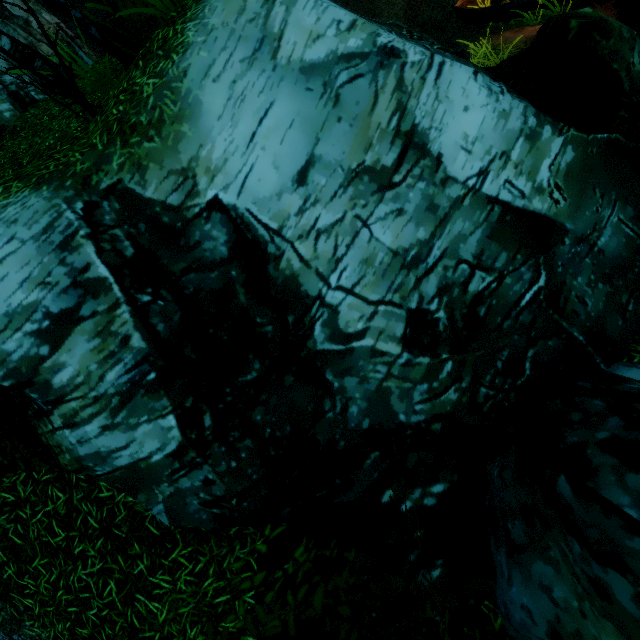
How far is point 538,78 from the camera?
4.61m

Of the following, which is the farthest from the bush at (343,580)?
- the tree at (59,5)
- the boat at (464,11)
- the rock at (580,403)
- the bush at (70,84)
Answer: the boat at (464,11)

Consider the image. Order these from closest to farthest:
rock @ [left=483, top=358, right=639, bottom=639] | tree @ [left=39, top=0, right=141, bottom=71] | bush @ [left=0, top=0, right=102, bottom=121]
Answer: rock @ [left=483, top=358, right=639, bottom=639] < bush @ [left=0, top=0, right=102, bottom=121] < tree @ [left=39, top=0, right=141, bottom=71]

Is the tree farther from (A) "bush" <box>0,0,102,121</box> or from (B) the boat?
(B) the boat

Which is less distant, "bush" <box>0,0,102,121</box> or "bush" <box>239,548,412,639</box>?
"bush" <box>239,548,412,639</box>

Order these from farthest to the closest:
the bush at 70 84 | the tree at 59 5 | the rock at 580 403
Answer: the tree at 59 5, the bush at 70 84, the rock at 580 403

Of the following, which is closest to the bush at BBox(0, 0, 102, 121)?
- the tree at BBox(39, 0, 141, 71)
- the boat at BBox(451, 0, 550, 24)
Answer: the tree at BBox(39, 0, 141, 71)

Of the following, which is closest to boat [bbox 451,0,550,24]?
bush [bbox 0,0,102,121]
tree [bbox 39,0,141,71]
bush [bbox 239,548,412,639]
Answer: tree [bbox 39,0,141,71]
